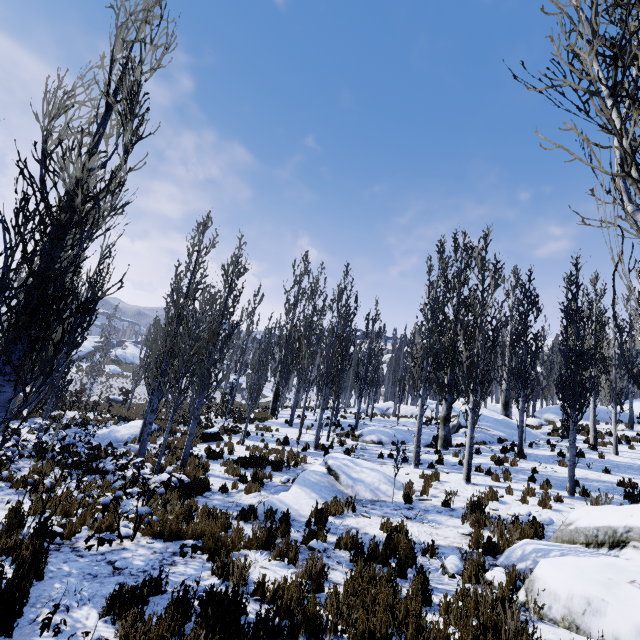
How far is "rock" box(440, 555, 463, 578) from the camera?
5.5m

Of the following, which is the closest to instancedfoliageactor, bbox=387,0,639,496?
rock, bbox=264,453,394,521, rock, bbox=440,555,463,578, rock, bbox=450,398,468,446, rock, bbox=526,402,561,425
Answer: rock, bbox=526,402,561,425

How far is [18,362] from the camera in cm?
386

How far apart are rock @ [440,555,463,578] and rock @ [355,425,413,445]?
11.58m

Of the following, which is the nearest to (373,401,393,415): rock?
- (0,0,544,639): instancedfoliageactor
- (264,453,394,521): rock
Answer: (0,0,544,639): instancedfoliageactor

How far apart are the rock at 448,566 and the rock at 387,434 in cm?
1158

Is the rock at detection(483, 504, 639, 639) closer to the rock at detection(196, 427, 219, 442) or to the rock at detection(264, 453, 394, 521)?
the rock at detection(264, 453, 394, 521)

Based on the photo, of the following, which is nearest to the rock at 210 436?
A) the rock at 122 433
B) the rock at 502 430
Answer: the rock at 122 433
